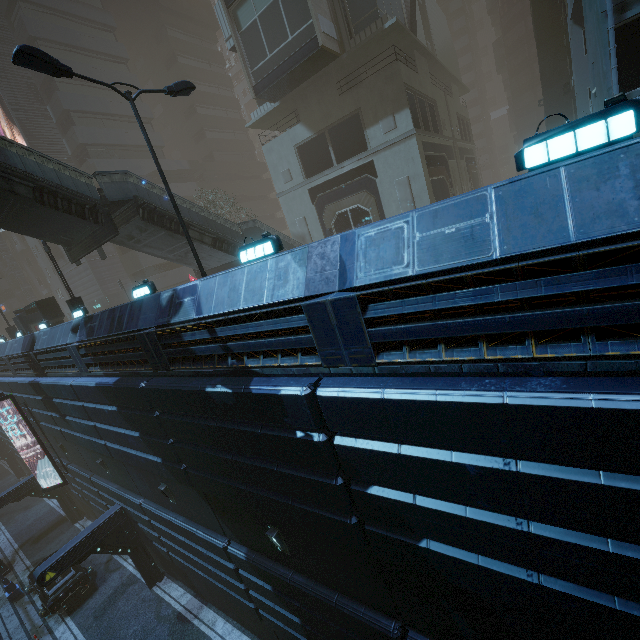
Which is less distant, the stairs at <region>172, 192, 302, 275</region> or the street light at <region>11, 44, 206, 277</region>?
the street light at <region>11, 44, 206, 277</region>

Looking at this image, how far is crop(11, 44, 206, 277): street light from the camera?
7.31m

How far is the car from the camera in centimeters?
1683cm

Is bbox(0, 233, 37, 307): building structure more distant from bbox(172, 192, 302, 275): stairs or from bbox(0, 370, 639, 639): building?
bbox(172, 192, 302, 275): stairs

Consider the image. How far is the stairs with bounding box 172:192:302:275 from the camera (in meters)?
15.91

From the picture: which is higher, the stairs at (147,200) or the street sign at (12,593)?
the stairs at (147,200)

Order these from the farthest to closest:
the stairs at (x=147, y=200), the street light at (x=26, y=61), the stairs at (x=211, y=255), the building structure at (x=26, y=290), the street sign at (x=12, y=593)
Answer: the building structure at (x=26, y=290), the street sign at (x=12, y=593), the stairs at (x=211, y=255), the stairs at (x=147, y=200), the street light at (x=26, y=61)

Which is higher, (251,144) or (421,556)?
(251,144)
